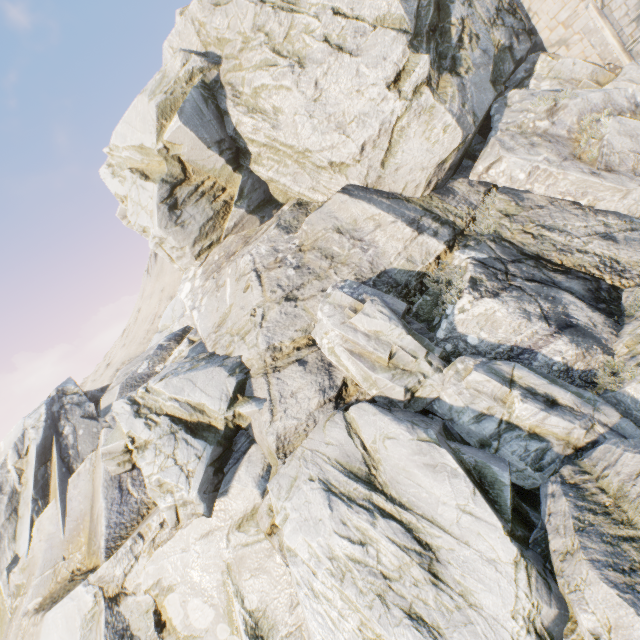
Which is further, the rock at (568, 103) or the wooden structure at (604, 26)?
the wooden structure at (604, 26)

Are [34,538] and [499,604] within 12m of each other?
no

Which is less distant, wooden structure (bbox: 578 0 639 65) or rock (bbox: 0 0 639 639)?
rock (bbox: 0 0 639 639)
